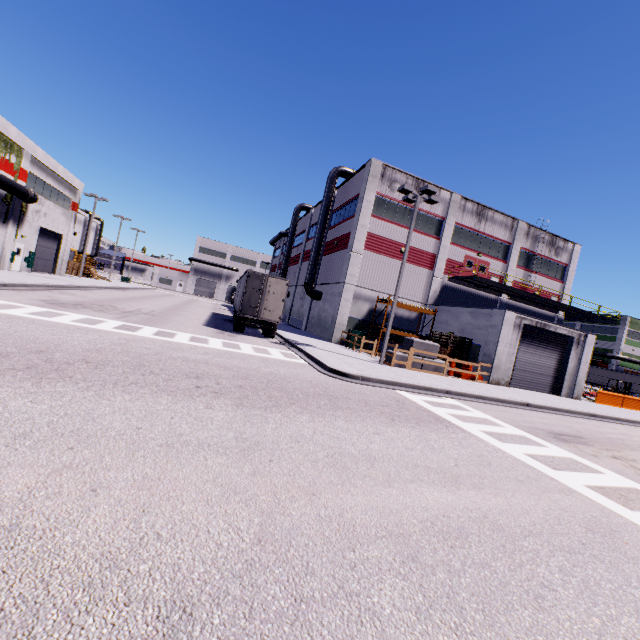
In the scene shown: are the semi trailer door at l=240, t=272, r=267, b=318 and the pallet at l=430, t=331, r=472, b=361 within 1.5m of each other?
no

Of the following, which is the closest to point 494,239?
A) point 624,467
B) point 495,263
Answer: point 495,263

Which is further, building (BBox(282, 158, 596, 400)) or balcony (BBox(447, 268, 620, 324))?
balcony (BBox(447, 268, 620, 324))

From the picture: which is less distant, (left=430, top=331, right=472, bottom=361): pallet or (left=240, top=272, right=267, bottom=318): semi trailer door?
(left=240, top=272, right=267, bottom=318): semi trailer door

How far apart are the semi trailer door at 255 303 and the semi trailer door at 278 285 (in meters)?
0.49

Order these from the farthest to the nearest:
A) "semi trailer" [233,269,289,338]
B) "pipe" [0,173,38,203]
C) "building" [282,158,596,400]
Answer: "pipe" [0,173,38,203] < "building" [282,158,596,400] < "semi trailer" [233,269,289,338]

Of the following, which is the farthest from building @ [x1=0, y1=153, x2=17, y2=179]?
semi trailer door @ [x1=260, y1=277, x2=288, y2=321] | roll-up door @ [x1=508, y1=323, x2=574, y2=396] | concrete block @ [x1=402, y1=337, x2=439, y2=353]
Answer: semi trailer door @ [x1=260, y1=277, x2=288, y2=321]

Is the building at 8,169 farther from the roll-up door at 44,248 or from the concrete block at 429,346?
the concrete block at 429,346
